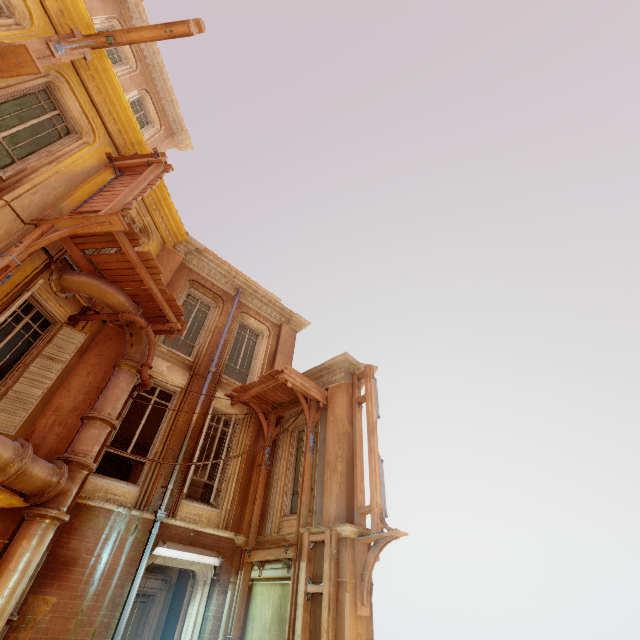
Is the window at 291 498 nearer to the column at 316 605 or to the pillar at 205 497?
the column at 316 605

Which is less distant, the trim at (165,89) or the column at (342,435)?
the column at (342,435)

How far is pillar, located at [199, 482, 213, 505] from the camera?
10.4m

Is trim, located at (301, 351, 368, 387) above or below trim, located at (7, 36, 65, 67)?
below

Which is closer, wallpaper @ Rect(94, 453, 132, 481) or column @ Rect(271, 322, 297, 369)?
column @ Rect(271, 322, 297, 369)

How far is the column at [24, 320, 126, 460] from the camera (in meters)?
6.59

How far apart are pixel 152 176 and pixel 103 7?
9.0 meters

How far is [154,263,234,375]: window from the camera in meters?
10.1 m
